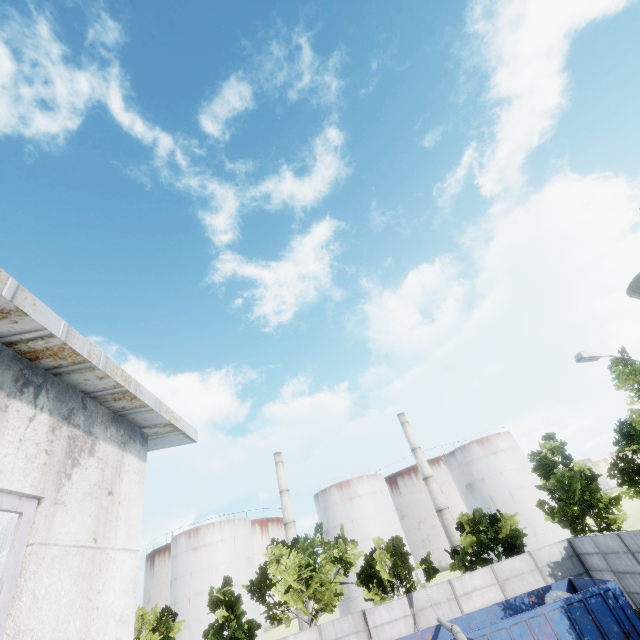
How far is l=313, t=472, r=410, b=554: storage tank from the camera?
48.5m

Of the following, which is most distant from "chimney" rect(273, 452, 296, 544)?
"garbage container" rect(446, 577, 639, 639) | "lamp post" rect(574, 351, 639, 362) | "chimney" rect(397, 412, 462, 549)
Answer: "lamp post" rect(574, 351, 639, 362)

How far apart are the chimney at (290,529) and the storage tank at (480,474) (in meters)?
28.55

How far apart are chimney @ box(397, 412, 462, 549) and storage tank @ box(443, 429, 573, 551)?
5.80m

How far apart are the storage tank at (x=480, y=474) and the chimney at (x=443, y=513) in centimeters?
580cm

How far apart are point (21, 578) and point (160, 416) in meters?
1.8

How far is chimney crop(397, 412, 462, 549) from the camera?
47.6 meters

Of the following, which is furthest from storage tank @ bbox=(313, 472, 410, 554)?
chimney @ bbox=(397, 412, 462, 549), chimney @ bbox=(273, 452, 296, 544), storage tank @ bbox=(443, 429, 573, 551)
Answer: storage tank @ bbox=(443, 429, 573, 551)
